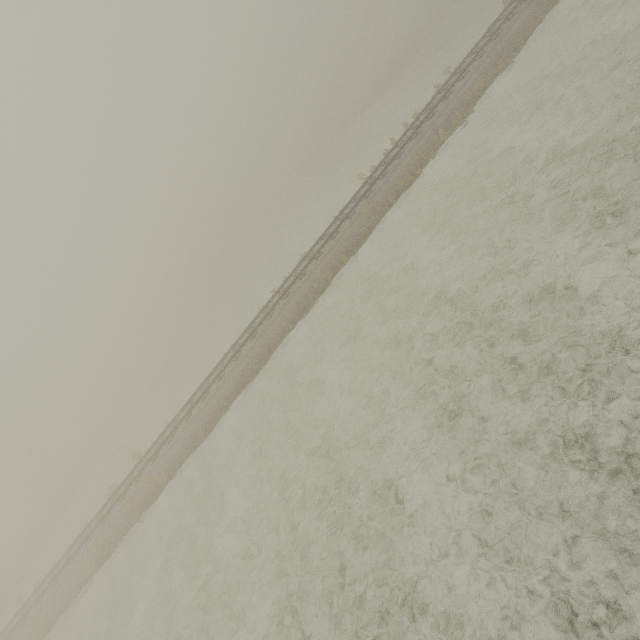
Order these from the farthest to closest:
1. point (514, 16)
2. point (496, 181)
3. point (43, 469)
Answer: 1. point (43, 469)
2. point (514, 16)
3. point (496, 181)
